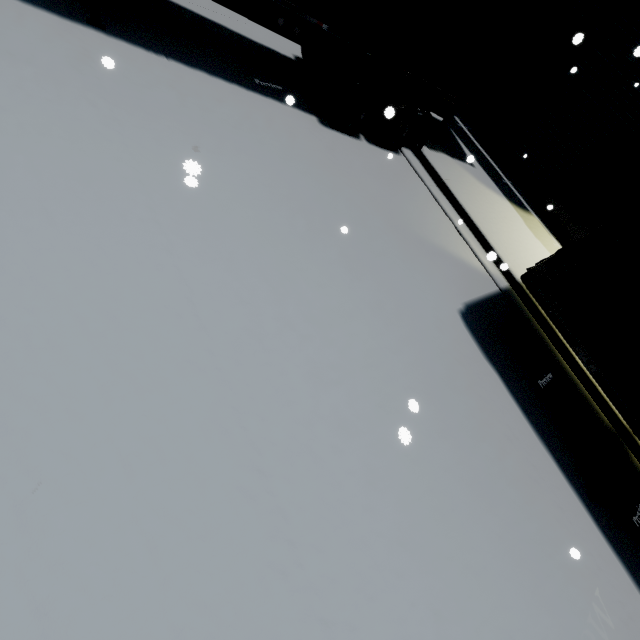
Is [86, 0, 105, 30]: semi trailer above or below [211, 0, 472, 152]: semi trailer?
below

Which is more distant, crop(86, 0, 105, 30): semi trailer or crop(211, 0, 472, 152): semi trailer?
crop(211, 0, 472, 152): semi trailer

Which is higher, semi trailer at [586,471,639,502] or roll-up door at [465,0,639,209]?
roll-up door at [465,0,639,209]

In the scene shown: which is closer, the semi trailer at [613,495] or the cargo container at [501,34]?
the semi trailer at [613,495]

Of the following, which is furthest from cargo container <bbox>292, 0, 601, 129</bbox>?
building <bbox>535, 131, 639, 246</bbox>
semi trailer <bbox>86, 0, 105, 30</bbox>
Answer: building <bbox>535, 131, 639, 246</bbox>

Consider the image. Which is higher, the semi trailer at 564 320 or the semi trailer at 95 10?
the semi trailer at 564 320

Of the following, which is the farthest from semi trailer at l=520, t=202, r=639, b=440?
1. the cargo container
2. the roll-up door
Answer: the roll-up door

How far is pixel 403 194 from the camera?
7.08m
